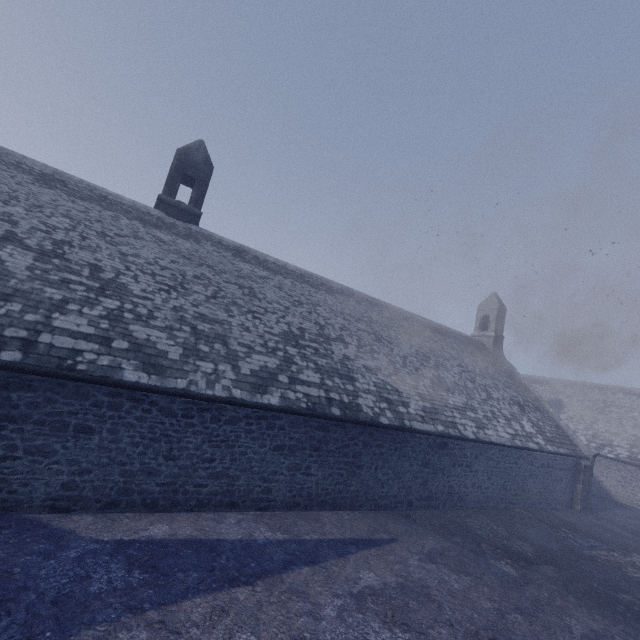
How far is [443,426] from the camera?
12.74m
